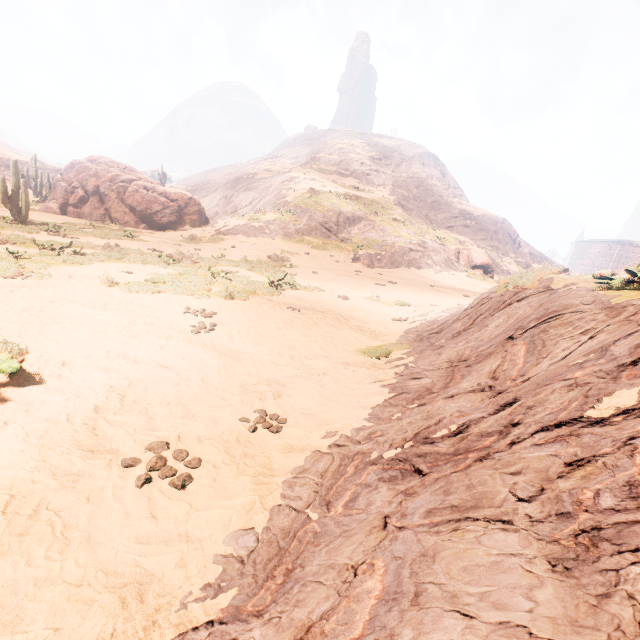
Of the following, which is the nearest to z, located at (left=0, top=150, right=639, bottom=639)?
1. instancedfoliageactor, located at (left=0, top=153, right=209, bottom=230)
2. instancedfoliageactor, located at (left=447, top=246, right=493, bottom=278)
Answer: instancedfoliageactor, located at (left=447, top=246, right=493, bottom=278)

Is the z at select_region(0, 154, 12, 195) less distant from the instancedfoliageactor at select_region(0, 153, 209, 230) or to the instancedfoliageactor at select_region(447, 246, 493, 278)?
the instancedfoliageactor at select_region(0, 153, 209, 230)

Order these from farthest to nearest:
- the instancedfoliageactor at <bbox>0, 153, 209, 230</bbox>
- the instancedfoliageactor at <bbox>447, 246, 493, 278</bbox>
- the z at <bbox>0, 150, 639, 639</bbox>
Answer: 1. the instancedfoliageactor at <bbox>447, 246, 493, 278</bbox>
2. the instancedfoliageactor at <bbox>0, 153, 209, 230</bbox>
3. the z at <bbox>0, 150, 639, 639</bbox>

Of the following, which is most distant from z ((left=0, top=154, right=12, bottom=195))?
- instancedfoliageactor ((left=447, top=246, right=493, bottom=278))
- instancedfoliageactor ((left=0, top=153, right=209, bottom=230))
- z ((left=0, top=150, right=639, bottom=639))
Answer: instancedfoliageactor ((left=447, top=246, right=493, bottom=278))

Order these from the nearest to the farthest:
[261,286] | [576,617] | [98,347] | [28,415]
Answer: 1. [576,617]
2. [28,415]
3. [98,347]
4. [261,286]

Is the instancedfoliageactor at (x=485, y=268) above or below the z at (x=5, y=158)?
below

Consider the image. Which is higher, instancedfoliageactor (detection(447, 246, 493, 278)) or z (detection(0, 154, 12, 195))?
z (detection(0, 154, 12, 195))

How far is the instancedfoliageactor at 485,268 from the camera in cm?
3359
